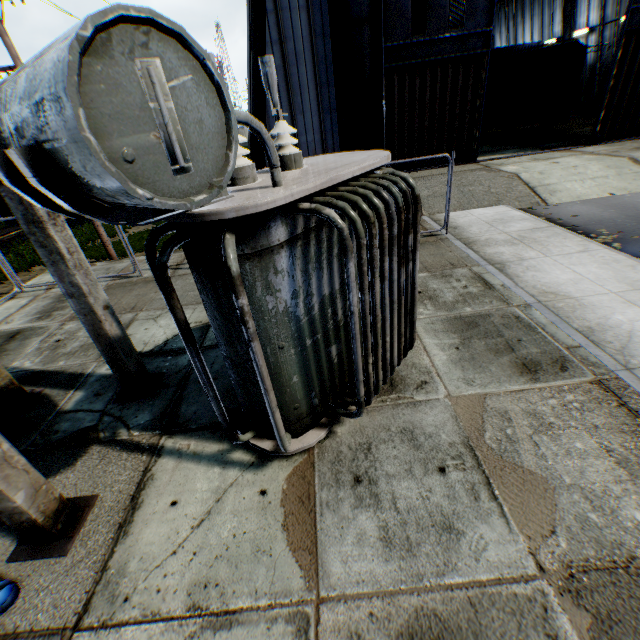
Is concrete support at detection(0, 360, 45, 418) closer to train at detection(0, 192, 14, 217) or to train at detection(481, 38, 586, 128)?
train at detection(0, 192, 14, 217)

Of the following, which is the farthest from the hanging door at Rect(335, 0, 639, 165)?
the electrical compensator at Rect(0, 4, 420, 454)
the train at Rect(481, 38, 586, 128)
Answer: the electrical compensator at Rect(0, 4, 420, 454)

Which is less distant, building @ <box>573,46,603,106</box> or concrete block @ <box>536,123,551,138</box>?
concrete block @ <box>536,123,551,138</box>

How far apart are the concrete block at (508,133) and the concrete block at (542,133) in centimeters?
122cm

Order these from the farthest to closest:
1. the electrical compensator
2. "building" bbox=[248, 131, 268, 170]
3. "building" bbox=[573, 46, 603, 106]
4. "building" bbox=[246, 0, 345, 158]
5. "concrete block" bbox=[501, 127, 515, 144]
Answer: "building" bbox=[573, 46, 603, 106]
"concrete block" bbox=[501, 127, 515, 144]
"building" bbox=[248, 131, 268, 170]
"building" bbox=[246, 0, 345, 158]
the electrical compensator

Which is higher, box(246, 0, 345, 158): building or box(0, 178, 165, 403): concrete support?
box(246, 0, 345, 158): building

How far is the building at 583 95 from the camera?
25.7 meters

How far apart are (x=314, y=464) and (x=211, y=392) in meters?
1.5
